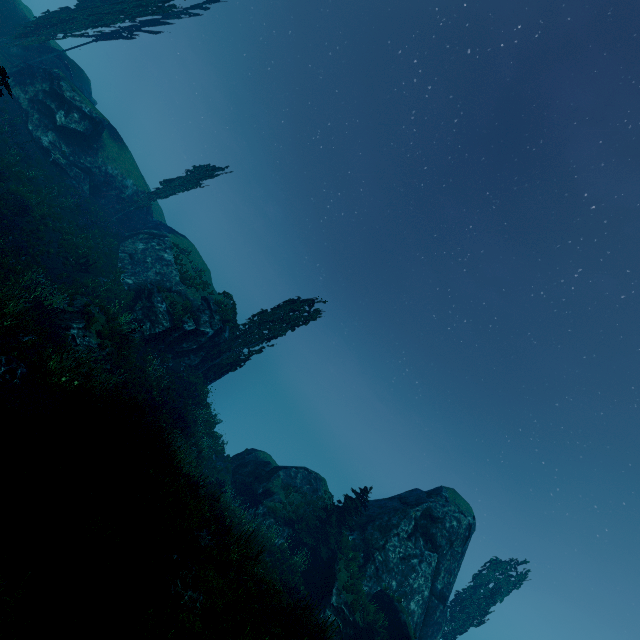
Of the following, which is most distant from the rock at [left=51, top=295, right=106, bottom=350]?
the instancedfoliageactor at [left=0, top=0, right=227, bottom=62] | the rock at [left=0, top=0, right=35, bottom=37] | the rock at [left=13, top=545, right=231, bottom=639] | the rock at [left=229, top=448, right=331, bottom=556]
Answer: the rock at [left=0, top=0, right=35, bottom=37]

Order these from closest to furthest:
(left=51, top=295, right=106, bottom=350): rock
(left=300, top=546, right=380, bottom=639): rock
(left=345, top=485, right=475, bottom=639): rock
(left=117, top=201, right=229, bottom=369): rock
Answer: (left=51, top=295, right=106, bottom=350): rock
(left=300, top=546, right=380, bottom=639): rock
(left=345, top=485, right=475, bottom=639): rock
(left=117, top=201, right=229, bottom=369): rock

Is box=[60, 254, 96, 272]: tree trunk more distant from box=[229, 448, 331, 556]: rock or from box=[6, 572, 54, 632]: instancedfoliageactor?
box=[229, 448, 331, 556]: rock

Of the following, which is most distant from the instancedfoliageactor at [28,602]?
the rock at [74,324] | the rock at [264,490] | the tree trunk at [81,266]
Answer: the tree trunk at [81,266]

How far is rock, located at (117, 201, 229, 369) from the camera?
23.45m

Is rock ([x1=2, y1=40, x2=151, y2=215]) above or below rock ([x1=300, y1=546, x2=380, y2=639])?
above

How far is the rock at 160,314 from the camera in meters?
23.5 m

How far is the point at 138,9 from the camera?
25.3 meters
